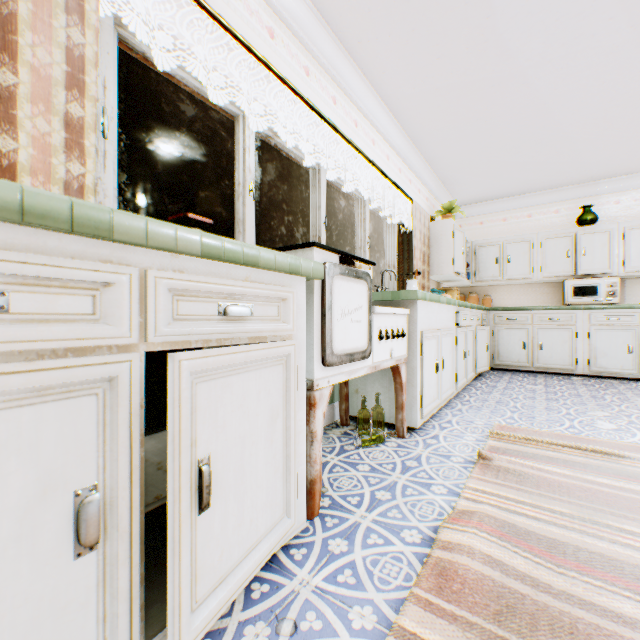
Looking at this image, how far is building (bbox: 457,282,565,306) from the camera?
5.75m

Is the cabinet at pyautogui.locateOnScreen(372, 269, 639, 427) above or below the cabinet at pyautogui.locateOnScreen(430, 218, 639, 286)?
below

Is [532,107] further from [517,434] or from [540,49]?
[517,434]

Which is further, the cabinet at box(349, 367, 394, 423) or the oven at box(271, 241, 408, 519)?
the cabinet at box(349, 367, 394, 423)

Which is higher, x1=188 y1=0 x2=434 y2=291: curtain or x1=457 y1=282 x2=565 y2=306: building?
x1=188 y1=0 x2=434 y2=291: curtain

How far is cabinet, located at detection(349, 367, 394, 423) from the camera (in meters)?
2.62

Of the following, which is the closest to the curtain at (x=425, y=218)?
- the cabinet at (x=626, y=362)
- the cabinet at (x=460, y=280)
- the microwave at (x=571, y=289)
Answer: the cabinet at (x=460, y=280)

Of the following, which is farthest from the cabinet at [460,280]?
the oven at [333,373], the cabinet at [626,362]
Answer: the oven at [333,373]
